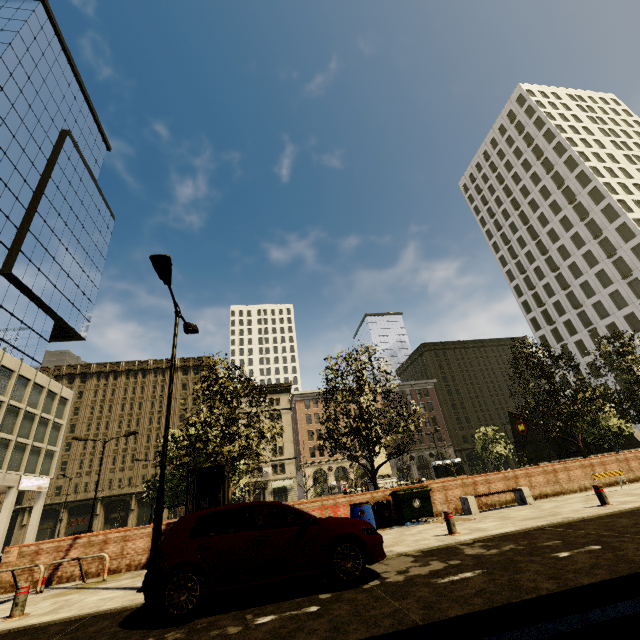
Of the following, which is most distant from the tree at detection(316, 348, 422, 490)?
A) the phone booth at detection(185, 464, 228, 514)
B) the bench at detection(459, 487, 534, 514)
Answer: the bench at detection(459, 487, 534, 514)

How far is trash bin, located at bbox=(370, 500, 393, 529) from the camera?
11.7 meters

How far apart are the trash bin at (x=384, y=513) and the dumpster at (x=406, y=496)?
0.1 meters

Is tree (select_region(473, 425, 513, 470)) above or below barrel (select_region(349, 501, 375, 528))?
above

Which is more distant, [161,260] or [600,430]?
[600,430]

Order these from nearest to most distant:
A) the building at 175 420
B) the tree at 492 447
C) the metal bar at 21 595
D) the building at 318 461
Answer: the metal bar at 21 595, the tree at 492 447, the building at 318 461, the building at 175 420

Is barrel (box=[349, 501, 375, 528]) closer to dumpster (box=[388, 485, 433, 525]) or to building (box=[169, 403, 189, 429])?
dumpster (box=[388, 485, 433, 525])

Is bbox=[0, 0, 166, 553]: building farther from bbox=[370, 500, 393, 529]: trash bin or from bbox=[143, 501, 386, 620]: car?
bbox=[370, 500, 393, 529]: trash bin
